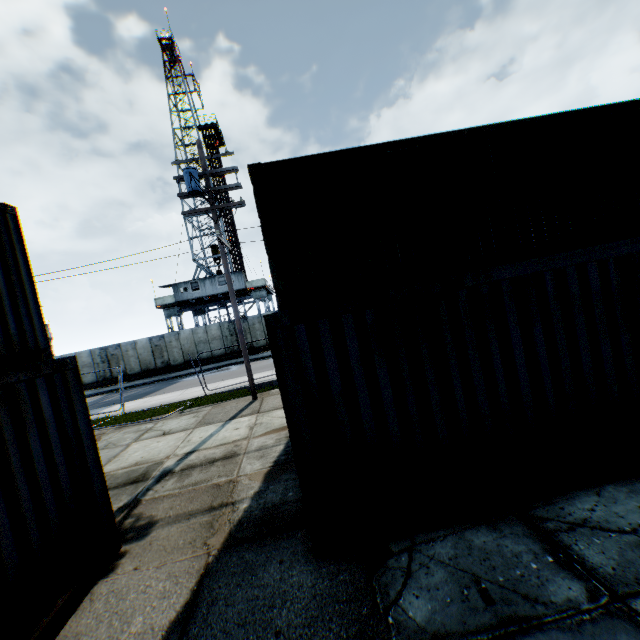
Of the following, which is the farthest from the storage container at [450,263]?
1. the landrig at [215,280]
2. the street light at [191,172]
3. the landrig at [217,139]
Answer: the landrig at [217,139]

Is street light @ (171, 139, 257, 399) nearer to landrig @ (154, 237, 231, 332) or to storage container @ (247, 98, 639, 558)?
storage container @ (247, 98, 639, 558)

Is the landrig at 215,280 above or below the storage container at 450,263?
above

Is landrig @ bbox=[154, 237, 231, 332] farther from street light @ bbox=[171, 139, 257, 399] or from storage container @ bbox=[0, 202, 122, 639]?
storage container @ bbox=[0, 202, 122, 639]

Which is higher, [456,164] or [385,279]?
[456,164]

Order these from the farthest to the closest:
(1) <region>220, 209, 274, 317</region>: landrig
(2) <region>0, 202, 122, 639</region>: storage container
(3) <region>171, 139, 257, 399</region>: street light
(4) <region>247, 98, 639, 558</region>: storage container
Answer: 1. (1) <region>220, 209, 274, 317</region>: landrig
2. (3) <region>171, 139, 257, 399</region>: street light
3. (4) <region>247, 98, 639, 558</region>: storage container
4. (2) <region>0, 202, 122, 639</region>: storage container

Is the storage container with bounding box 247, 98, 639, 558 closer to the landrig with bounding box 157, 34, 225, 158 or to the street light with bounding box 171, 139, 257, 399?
the street light with bounding box 171, 139, 257, 399

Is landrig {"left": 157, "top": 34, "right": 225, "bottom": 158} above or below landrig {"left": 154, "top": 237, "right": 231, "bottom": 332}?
above
